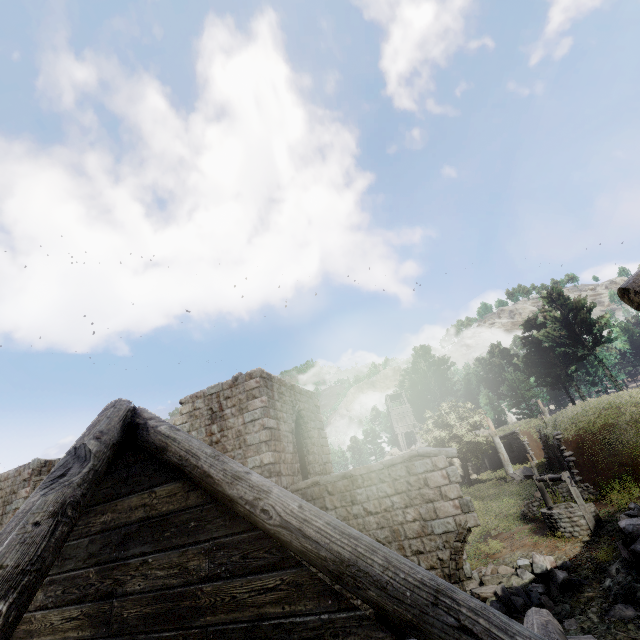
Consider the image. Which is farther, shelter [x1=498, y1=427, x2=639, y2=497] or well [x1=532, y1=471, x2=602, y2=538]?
shelter [x1=498, y1=427, x2=639, y2=497]

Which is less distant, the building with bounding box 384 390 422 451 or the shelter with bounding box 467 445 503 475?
the shelter with bounding box 467 445 503 475

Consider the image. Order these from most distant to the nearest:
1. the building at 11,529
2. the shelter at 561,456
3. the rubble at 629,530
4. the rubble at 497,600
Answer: the shelter at 561,456
the rubble at 497,600
the rubble at 629,530
the building at 11,529

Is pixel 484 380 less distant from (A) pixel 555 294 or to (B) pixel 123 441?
(A) pixel 555 294

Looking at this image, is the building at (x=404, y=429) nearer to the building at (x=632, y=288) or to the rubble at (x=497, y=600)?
the building at (x=632, y=288)

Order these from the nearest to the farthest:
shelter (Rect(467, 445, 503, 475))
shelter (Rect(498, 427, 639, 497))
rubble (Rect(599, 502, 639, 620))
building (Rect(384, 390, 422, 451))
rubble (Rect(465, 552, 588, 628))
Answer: rubble (Rect(599, 502, 639, 620))
rubble (Rect(465, 552, 588, 628))
shelter (Rect(498, 427, 639, 497))
shelter (Rect(467, 445, 503, 475))
building (Rect(384, 390, 422, 451))

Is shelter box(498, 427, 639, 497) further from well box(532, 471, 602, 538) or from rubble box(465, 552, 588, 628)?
rubble box(465, 552, 588, 628)

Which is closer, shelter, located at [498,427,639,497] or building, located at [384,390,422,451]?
shelter, located at [498,427,639,497]
